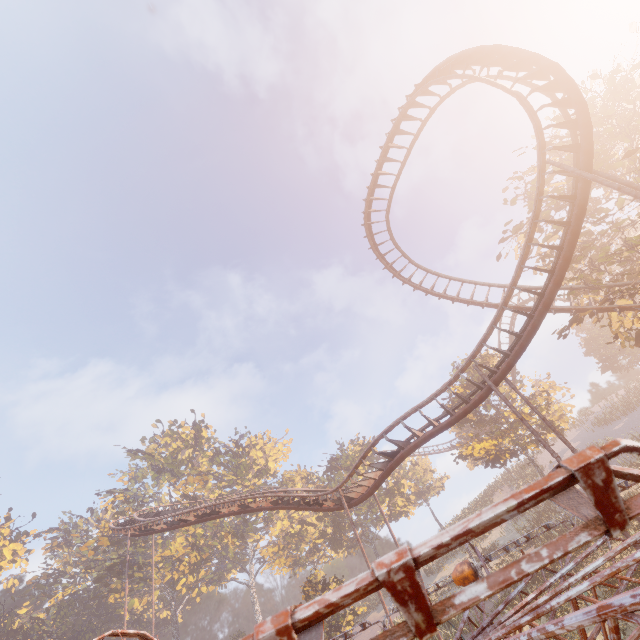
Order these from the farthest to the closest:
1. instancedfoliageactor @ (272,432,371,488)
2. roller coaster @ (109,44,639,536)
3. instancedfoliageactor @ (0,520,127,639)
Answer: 1. instancedfoliageactor @ (272,432,371,488)
2. instancedfoliageactor @ (0,520,127,639)
3. roller coaster @ (109,44,639,536)

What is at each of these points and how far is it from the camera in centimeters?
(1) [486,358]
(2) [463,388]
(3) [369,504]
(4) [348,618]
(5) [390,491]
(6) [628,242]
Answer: (1) tree, 3209cm
(2) tree, 3347cm
(3) instancedfoliageactor, 4300cm
(4) instancedfoliageactor, 2617cm
(5) instancedfoliageactor, 4472cm
(6) tree, 1939cm

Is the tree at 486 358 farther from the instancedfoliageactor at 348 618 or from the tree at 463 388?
the instancedfoliageactor at 348 618

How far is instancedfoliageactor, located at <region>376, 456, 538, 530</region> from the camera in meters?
44.1

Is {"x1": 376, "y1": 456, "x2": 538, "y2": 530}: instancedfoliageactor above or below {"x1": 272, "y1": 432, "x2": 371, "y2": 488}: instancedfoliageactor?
below

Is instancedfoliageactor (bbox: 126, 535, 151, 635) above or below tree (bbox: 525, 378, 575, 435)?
above

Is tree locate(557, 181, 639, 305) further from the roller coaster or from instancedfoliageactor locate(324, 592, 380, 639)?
instancedfoliageactor locate(324, 592, 380, 639)

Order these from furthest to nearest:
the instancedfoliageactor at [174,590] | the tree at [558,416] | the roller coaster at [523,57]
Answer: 1. the instancedfoliageactor at [174,590]
2. the tree at [558,416]
3. the roller coaster at [523,57]
